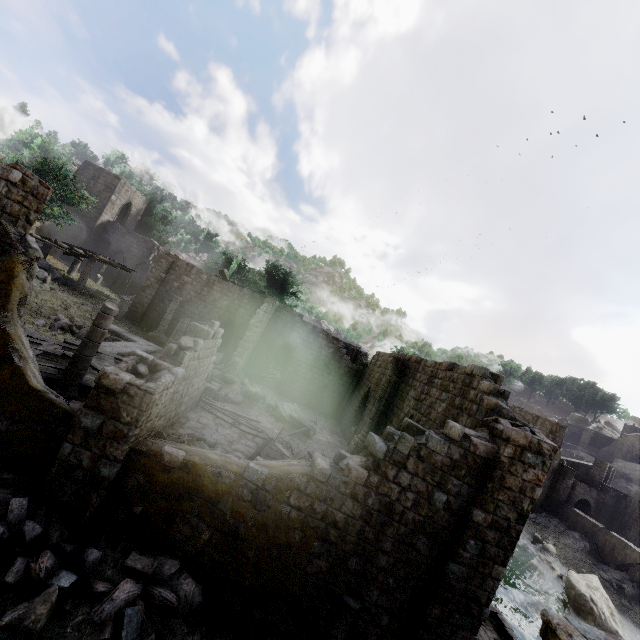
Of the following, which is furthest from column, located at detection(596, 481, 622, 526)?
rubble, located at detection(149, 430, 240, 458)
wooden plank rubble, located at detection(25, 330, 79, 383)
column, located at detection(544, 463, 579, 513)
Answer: wooden plank rubble, located at detection(25, 330, 79, 383)

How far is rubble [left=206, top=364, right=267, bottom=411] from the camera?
18.3m

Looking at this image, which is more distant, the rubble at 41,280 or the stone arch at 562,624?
the rubble at 41,280

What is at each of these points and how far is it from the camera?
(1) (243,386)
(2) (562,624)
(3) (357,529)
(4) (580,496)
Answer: (1) rubble, 20.1m
(2) stone arch, 4.4m
(3) building, 8.2m
(4) stone arch, 38.7m

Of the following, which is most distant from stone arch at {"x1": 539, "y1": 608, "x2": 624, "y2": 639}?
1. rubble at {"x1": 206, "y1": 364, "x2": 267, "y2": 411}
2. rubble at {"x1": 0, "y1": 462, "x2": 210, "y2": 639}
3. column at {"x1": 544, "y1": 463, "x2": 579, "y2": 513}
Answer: column at {"x1": 544, "y1": 463, "x2": 579, "y2": 513}

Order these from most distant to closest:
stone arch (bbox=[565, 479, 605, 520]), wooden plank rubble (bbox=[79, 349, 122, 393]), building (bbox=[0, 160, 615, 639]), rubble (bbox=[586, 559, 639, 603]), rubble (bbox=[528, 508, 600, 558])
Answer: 1. stone arch (bbox=[565, 479, 605, 520])
2. rubble (bbox=[528, 508, 600, 558])
3. rubble (bbox=[586, 559, 639, 603])
4. wooden plank rubble (bbox=[79, 349, 122, 393])
5. building (bbox=[0, 160, 615, 639])

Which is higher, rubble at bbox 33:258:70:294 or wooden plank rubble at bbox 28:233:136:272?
wooden plank rubble at bbox 28:233:136:272

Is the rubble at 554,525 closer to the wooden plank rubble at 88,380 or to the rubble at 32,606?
the rubble at 32,606
